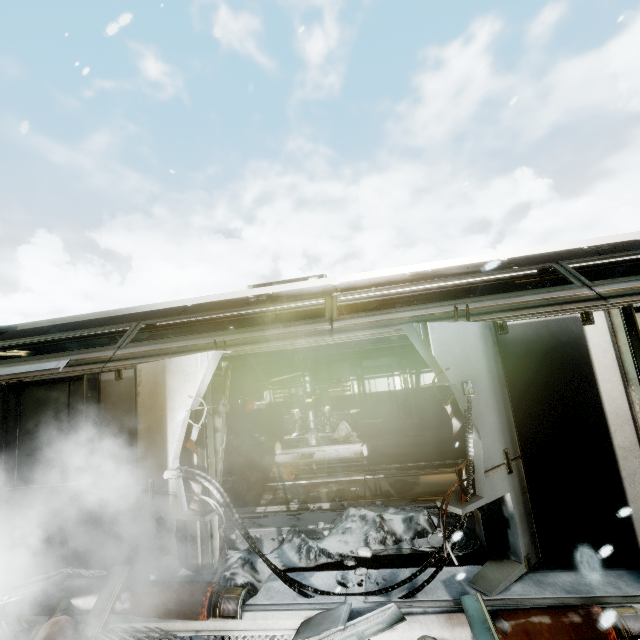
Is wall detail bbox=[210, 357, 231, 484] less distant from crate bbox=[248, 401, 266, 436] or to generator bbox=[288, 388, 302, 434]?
generator bbox=[288, 388, 302, 434]

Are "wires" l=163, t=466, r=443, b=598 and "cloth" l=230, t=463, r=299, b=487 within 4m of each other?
no

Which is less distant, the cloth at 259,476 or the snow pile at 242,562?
the snow pile at 242,562

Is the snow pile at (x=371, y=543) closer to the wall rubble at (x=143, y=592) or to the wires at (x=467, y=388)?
the wall rubble at (x=143, y=592)

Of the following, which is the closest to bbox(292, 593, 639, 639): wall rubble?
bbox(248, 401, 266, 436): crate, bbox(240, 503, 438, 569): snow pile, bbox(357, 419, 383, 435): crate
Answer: bbox(240, 503, 438, 569): snow pile

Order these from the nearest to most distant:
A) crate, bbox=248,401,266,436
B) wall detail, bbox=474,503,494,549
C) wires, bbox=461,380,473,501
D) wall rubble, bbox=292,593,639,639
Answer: wall rubble, bbox=292,593,639,639 → wires, bbox=461,380,473,501 → wall detail, bbox=474,503,494,549 → crate, bbox=248,401,266,436

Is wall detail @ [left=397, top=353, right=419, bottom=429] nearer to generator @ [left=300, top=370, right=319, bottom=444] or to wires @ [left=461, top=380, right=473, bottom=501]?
generator @ [left=300, top=370, right=319, bottom=444]

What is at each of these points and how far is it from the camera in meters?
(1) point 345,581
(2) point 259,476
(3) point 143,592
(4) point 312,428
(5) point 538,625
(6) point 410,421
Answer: (1) rock, 3.5 m
(2) cloth, 9.0 m
(3) wall rubble, 3.5 m
(4) generator, 10.8 m
(5) wall rubble, 2.7 m
(6) wall detail, 11.5 m
